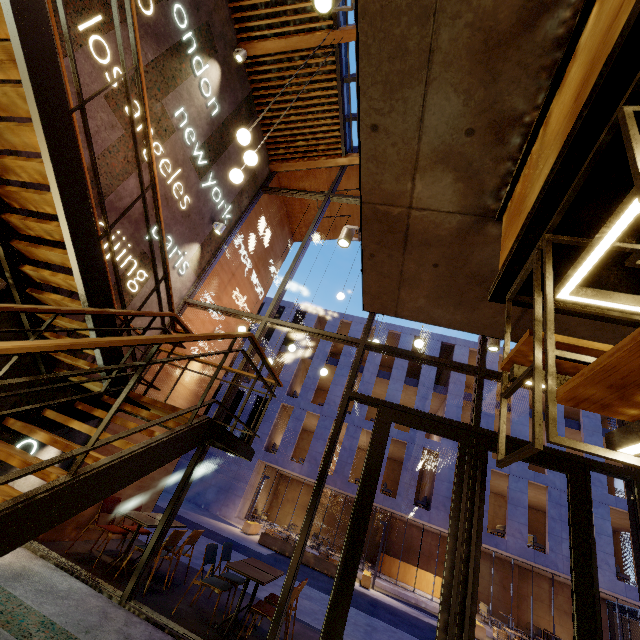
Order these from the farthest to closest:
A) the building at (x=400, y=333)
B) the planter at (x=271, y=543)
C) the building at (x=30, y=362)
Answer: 1. the building at (x=400, y=333)
2. the planter at (x=271, y=543)
3. the building at (x=30, y=362)

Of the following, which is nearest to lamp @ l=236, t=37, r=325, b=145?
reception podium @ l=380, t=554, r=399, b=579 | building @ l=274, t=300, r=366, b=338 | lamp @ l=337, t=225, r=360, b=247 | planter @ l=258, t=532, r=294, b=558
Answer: lamp @ l=337, t=225, r=360, b=247

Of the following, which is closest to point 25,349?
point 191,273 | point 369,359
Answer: point 191,273

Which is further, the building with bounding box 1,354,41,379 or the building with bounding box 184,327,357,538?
the building with bounding box 184,327,357,538

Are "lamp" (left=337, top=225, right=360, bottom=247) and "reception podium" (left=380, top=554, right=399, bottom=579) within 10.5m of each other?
no

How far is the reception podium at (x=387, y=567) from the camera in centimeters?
2120cm

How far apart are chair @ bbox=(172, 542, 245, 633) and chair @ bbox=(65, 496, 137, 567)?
1.50m

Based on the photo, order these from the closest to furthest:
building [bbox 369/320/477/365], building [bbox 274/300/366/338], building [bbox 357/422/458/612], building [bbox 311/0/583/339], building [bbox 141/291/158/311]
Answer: building [bbox 311/0/583/339], building [bbox 141/291/158/311], building [bbox 357/422/458/612], building [bbox 369/320/477/365], building [bbox 274/300/366/338]
